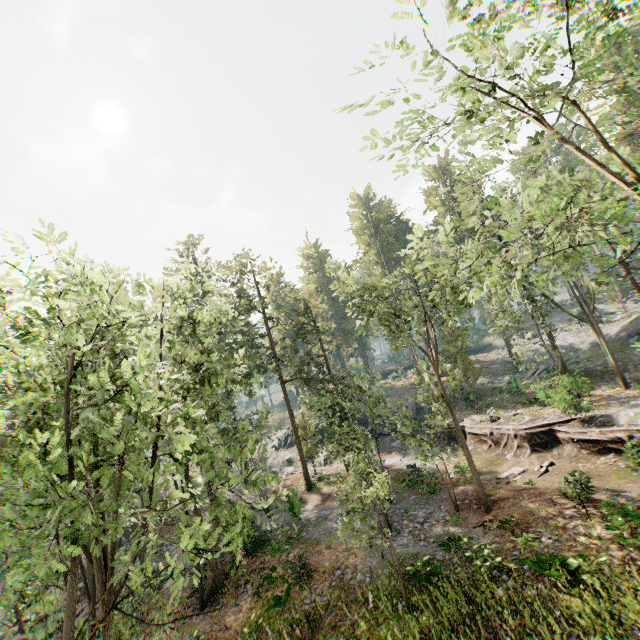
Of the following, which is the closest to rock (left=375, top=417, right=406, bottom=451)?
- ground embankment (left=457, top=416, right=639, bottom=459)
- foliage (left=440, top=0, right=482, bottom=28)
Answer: ground embankment (left=457, top=416, right=639, bottom=459)

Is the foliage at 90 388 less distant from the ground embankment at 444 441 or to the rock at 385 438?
the ground embankment at 444 441

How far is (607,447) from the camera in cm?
1983

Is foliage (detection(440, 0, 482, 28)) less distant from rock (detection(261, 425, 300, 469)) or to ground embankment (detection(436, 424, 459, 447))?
ground embankment (detection(436, 424, 459, 447))

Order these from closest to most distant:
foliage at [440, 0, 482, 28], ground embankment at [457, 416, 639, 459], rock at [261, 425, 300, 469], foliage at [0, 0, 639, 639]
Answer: foliage at [0, 0, 639, 639], foliage at [440, 0, 482, 28], ground embankment at [457, 416, 639, 459], rock at [261, 425, 300, 469]

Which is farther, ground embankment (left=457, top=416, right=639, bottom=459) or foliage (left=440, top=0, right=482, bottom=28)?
ground embankment (left=457, top=416, right=639, bottom=459)

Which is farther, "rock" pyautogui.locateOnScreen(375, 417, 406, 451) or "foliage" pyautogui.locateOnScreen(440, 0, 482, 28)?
"rock" pyautogui.locateOnScreen(375, 417, 406, 451)

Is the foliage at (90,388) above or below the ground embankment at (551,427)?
above
